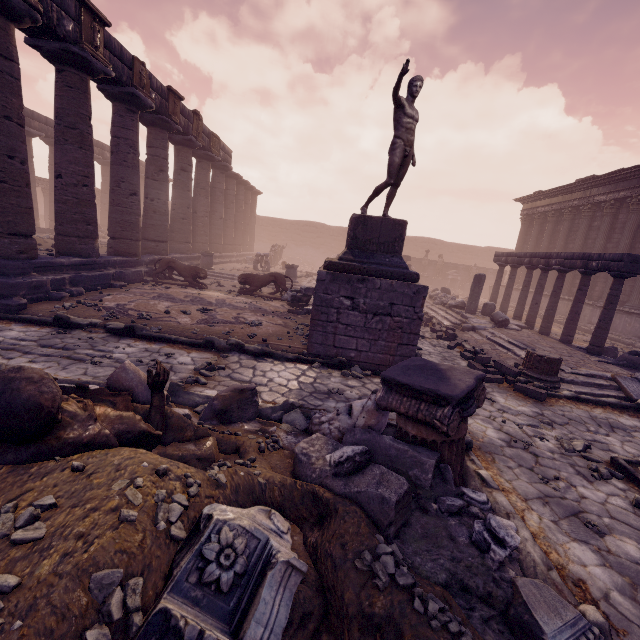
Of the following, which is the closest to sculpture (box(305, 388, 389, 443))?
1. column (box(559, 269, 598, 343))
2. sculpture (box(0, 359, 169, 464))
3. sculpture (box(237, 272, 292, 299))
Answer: sculpture (box(0, 359, 169, 464))

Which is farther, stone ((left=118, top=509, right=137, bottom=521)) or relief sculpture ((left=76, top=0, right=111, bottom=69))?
relief sculpture ((left=76, top=0, right=111, bottom=69))

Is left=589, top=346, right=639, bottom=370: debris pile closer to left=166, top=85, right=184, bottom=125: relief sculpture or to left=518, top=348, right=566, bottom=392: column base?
left=518, top=348, right=566, bottom=392: column base

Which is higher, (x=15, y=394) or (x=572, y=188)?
(x=572, y=188)

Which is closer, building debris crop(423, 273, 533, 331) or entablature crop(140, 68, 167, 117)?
entablature crop(140, 68, 167, 117)

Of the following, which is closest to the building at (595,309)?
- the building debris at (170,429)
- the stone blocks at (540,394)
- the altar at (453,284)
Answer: the altar at (453,284)

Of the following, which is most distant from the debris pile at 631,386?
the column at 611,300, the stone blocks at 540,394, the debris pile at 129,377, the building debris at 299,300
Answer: the debris pile at 129,377

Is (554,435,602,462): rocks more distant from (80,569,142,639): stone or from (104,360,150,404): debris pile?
(80,569,142,639): stone
